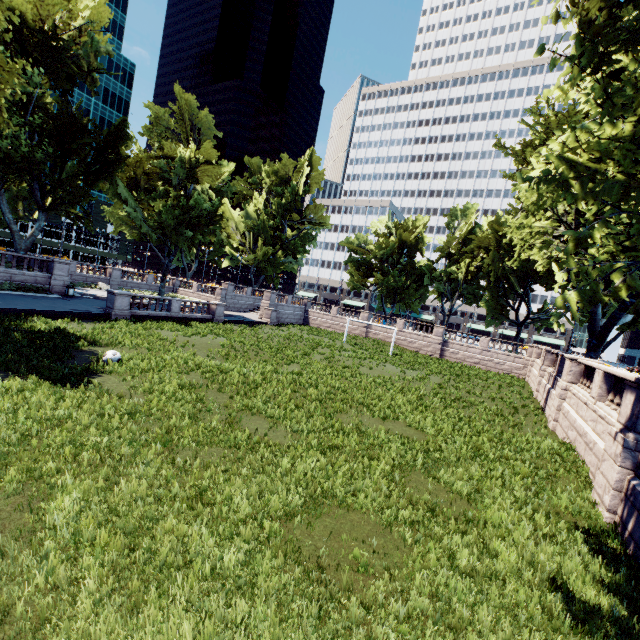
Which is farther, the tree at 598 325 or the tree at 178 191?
the tree at 178 191

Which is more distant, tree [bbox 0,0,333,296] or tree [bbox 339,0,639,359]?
tree [bbox 0,0,333,296]

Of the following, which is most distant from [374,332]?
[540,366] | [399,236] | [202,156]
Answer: [202,156]
